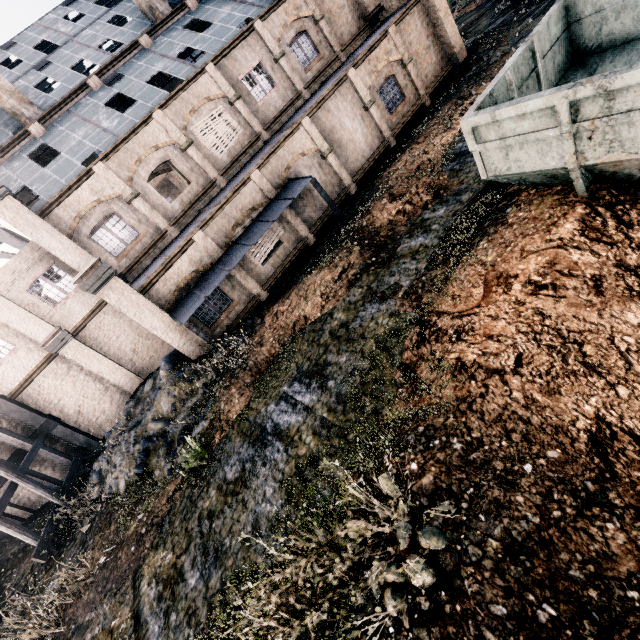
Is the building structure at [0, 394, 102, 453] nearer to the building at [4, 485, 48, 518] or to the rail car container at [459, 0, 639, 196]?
the building at [4, 485, 48, 518]

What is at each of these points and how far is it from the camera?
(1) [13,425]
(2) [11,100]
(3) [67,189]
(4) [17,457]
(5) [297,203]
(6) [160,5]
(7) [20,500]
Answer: (1) building, 17.9m
(2) chimney, 18.5m
(3) building, 16.6m
(4) building structure, 17.8m
(5) building, 18.6m
(6) chimney, 21.5m
(7) building, 18.8m

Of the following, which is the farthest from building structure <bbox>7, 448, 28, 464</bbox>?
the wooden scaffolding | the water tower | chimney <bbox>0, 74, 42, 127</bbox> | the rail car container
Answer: the rail car container

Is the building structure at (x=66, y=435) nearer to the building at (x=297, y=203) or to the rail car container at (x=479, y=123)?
the building at (x=297, y=203)

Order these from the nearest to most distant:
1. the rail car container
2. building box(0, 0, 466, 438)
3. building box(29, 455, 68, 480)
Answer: the rail car container → building box(0, 0, 466, 438) → building box(29, 455, 68, 480)

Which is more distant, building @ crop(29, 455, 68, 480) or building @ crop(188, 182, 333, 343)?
building @ crop(29, 455, 68, 480)

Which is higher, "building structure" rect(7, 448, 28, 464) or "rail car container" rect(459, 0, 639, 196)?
"building structure" rect(7, 448, 28, 464)

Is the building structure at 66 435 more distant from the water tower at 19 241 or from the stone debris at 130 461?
the water tower at 19 241
